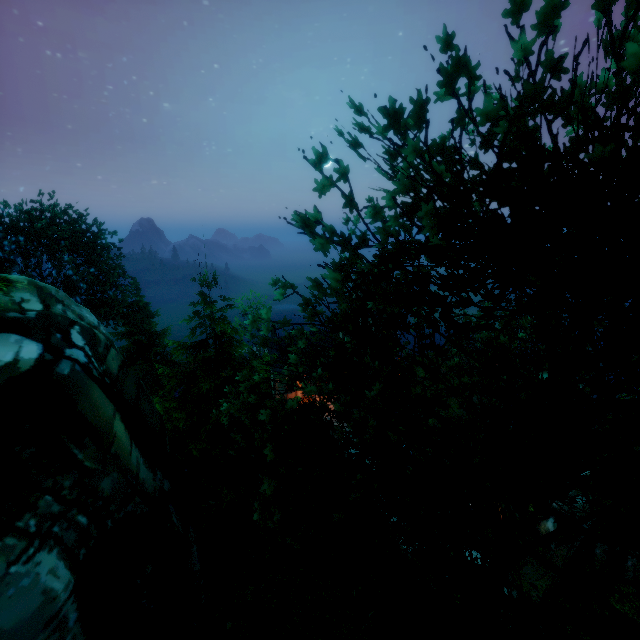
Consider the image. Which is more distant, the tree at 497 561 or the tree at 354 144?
the tree at 354 144

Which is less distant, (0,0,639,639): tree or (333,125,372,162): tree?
(0,0,639,639): tree

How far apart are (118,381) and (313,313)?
4.3 meters

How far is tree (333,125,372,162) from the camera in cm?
509

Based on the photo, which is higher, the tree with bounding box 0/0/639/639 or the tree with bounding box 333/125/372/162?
the tree with bounding box 333/125/372/162

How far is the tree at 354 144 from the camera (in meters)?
5.09
